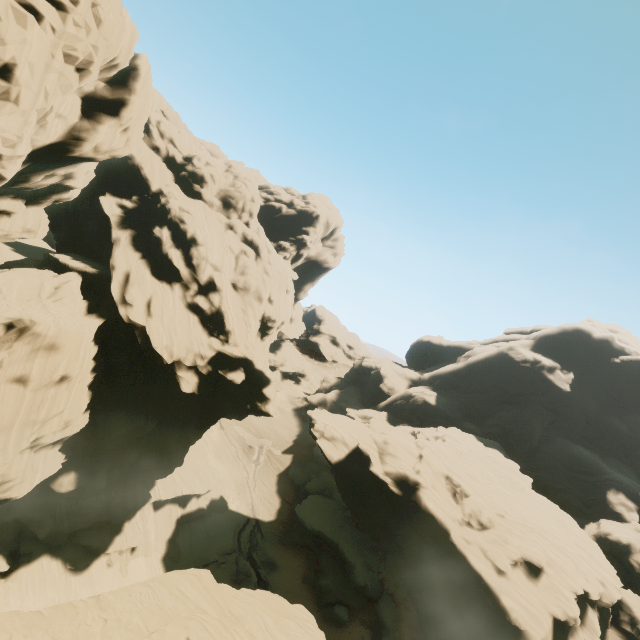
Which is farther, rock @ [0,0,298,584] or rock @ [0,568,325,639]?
rock @ [0,0,298,584]

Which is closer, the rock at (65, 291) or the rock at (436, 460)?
the rock at (65, 291)

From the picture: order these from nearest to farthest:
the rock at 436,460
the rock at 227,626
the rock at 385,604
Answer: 1. the rock at 227,626
2. the rock at 436,460
3. the rock at 385,604

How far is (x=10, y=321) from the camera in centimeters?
1928cm

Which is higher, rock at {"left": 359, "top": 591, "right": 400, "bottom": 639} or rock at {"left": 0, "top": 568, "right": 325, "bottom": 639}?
rock at {"left": 0, "top": 568, "right": 325, "bottom": 639}

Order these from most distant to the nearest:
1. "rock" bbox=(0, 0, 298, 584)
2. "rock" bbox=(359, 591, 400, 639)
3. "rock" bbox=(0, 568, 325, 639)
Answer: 1. "rock" bbox=(359, 591, 400, 639)
2. "rock" bbox=(0, 0, 298, 584)
3. "rock" bbox=(0, 568, 325, 639)
